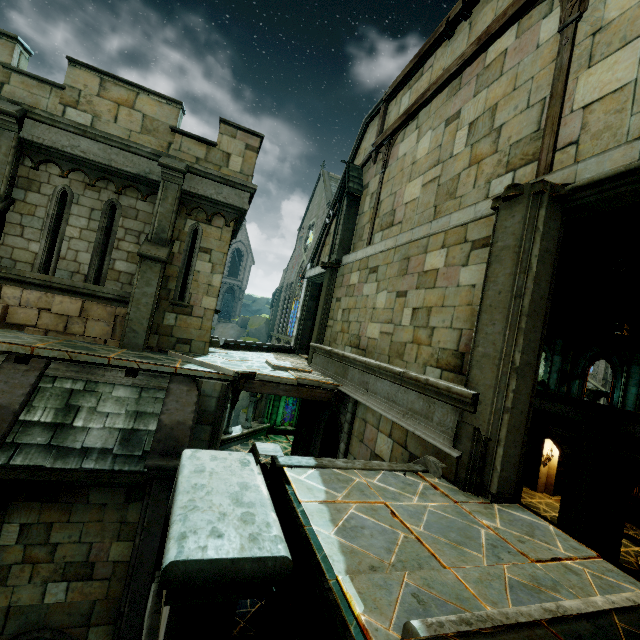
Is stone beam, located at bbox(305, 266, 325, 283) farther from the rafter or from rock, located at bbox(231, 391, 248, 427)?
rock, located at bbox(231, 391, 248, 427)

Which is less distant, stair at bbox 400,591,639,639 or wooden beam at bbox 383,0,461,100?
stair at bbox 400,591,639,639

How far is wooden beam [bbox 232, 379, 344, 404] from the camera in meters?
7.8

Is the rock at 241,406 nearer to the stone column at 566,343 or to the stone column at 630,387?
the stone column at 566,343

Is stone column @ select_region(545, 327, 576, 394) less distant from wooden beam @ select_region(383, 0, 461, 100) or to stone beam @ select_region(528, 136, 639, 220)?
stone beam @ select_region(528, 136, 639, 220)

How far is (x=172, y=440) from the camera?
6.3 meters

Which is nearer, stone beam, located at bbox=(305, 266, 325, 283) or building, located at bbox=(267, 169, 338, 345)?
stone beam, located at bbox=(305, 266, 325, 283)

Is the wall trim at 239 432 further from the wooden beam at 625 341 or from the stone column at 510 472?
the wooden beam at 625 341
